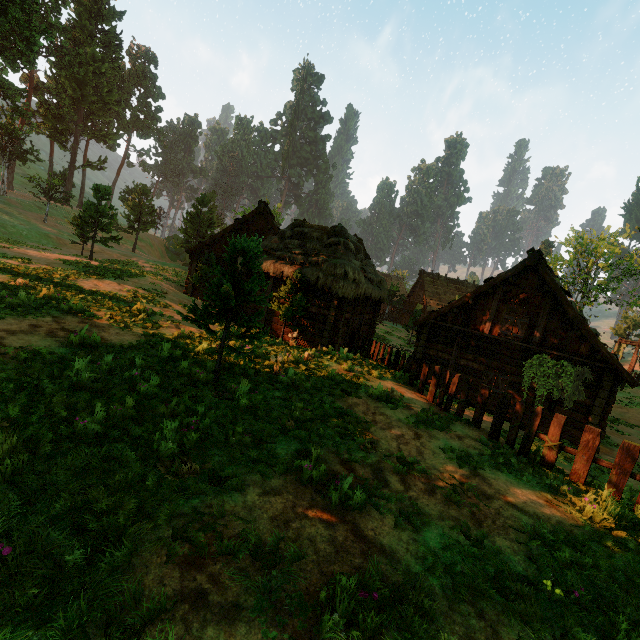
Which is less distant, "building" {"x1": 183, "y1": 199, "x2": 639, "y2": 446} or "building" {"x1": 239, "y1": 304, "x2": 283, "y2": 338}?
"building" {"x1": 183, "y1": 199, "x2": 639, "y2": 446}

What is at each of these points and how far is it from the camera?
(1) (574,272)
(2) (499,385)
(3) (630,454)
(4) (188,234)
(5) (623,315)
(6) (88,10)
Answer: (1) treerock, 39.78m
(2) bp, 15.62m
(3) fence, 6.39m
(4) treerock, 37.41m
(5) treerock, 58.69m
(6) treerock, 41.84m

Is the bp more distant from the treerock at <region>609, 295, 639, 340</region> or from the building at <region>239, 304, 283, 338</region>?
the treerock at <region>609, 295, 639, 340</region>

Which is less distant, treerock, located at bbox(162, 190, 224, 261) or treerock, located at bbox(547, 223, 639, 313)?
treerock, located at bbox(547, 223, 639, 313)

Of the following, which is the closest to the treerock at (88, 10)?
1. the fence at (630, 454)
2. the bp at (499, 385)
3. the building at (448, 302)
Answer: the building at (448, 302)

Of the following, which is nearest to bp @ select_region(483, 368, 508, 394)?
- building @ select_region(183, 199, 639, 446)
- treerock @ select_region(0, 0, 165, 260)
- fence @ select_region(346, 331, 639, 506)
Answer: building @ select_region(183, 199, 639, 446)

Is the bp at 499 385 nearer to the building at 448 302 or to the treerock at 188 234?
the building at 448 302

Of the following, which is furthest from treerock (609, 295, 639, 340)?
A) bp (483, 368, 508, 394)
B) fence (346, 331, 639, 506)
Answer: bp (483, 368, 508, 394)
